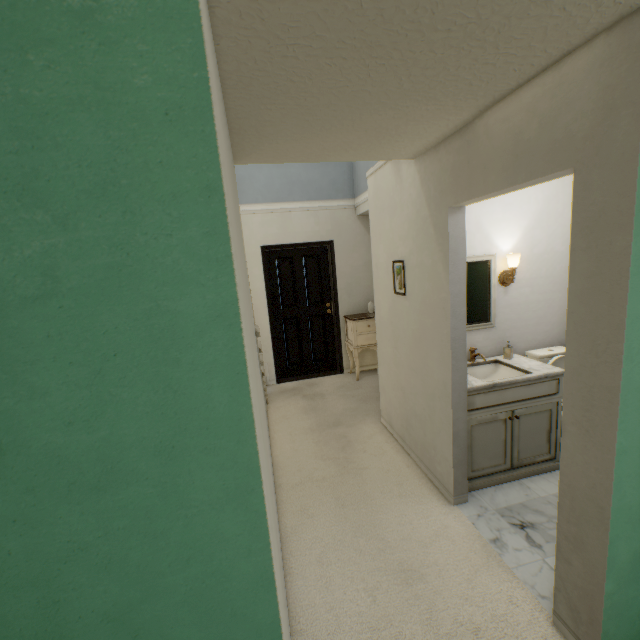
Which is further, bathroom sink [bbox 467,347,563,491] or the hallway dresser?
the hallway dresser

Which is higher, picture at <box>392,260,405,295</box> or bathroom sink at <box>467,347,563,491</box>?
→ picture at <box>392,260,405,295</box>

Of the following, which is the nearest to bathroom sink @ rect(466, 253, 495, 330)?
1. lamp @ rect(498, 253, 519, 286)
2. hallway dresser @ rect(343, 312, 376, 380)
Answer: lamp @ rect(498, 253, 519, 286)

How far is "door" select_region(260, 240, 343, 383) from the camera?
4.97m

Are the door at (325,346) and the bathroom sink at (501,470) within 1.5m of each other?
no

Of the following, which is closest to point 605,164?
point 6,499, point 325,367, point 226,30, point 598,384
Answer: point 598,384

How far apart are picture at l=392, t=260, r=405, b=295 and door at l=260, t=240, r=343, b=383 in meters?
2.2

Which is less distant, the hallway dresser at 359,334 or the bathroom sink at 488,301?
the bathroom sink at 488,301
